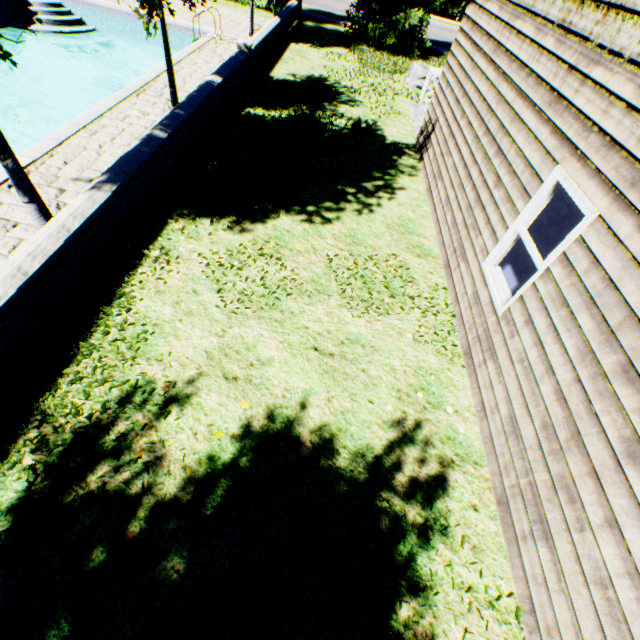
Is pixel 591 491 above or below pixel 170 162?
above

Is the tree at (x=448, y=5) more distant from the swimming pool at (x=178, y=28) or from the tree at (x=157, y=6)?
the tree at (x=157, y=6)

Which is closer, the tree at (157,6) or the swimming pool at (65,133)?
the swimming pool at (65,133)

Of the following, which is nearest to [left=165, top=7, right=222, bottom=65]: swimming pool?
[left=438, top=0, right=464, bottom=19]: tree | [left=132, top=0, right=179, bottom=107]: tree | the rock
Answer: [left=132, top=0, right=179, bottom=107]: tree

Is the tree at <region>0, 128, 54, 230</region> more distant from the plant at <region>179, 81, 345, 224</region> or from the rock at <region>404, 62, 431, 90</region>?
the rock at <region>404, 62, 431, 90</region>

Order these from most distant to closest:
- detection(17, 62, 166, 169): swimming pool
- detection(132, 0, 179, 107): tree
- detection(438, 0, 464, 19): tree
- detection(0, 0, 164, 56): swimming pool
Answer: detection(438, 0, 464, 19): tree → detection(0, 0, 164, 56): swimming pool → detection(132, 0, 179, 107): tree → detection(17, 62, 166, 169): swimming pool

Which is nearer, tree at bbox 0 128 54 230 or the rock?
tree at bbox 0 128 54 230

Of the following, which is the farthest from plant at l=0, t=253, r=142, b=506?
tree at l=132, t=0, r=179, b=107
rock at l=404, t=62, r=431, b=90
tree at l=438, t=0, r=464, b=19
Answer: tree at l=438, t=0, r=464, b=19
